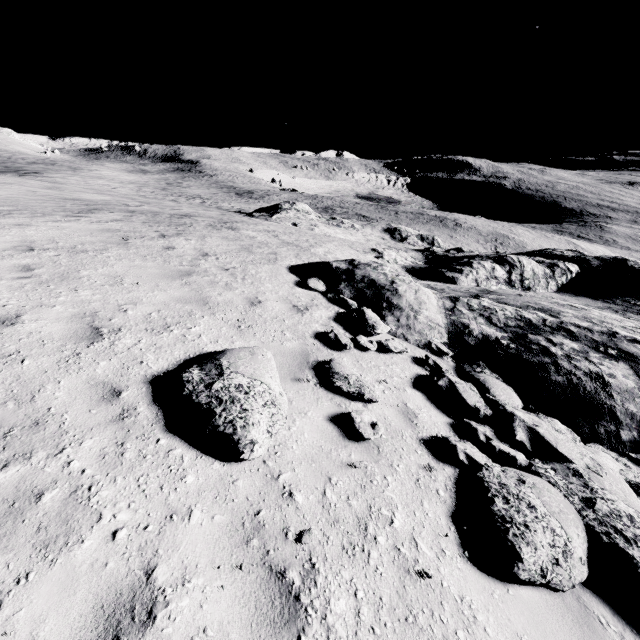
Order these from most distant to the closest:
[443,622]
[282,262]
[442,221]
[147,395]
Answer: [442,221], [282,262], [147,395], [443,622]

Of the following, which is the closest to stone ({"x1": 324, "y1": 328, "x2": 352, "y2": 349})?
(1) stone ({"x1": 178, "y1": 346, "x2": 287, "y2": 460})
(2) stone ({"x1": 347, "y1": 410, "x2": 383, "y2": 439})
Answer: (2) stone ({"x1": 347, "y1": 410, "x2": 383, "y2": 439})

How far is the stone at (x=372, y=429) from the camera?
4.3m

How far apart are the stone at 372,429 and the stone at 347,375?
0.48m

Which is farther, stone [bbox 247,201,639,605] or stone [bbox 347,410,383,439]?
stone [bbox 347,410,383,439]

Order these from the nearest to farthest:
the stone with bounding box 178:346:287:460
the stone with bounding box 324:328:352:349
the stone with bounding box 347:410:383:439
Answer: the stone with bounding box 178:346:287:460 → the stone with bounding box 347:410:383:439 → the stone with bounding box 324:328:352:349
